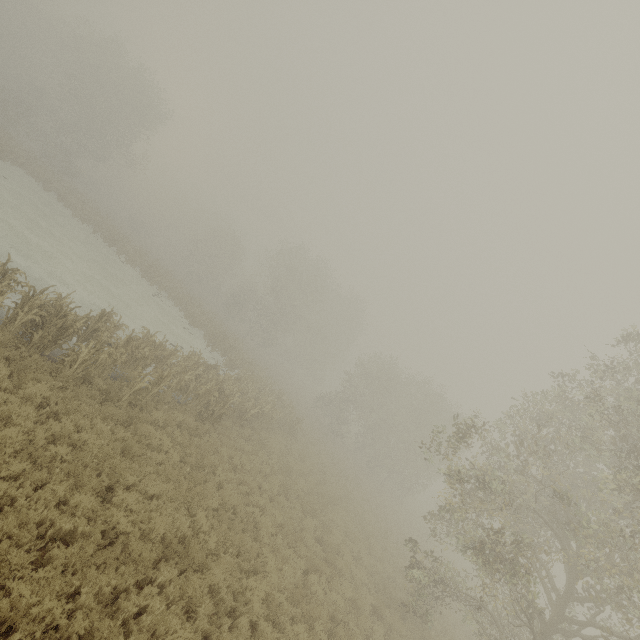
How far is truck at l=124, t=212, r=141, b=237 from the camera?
54.6 meters

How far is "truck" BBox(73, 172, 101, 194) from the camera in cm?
5344

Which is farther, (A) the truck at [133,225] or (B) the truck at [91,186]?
(A) the truck at [133,225]

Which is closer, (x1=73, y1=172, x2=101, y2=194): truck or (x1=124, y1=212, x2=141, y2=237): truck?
(x1=73, y1=172, x2=101, y2=194): truck

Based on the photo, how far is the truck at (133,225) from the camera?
54.6 meters

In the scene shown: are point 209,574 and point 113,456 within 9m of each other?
yes
